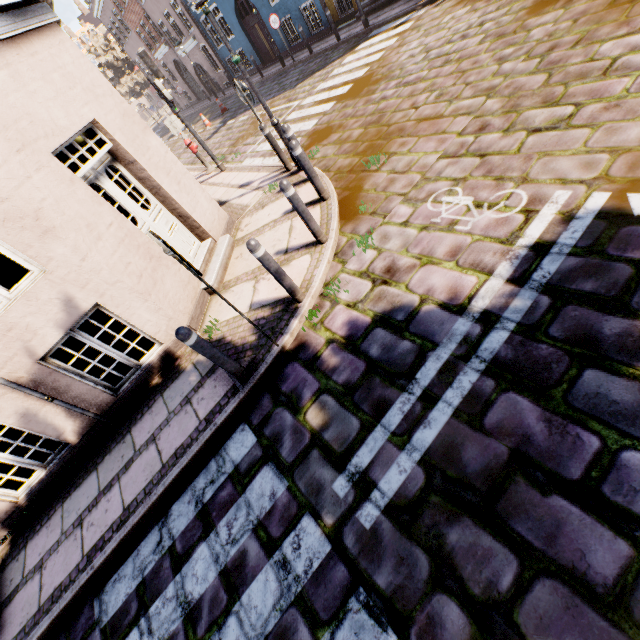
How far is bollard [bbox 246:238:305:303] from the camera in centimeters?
376cm

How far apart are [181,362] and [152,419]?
0.94m

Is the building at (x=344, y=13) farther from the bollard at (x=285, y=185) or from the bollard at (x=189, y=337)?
the bollard at (x=285, y=185)

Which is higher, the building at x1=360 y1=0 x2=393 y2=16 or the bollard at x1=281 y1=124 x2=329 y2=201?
the bollard at x1=281 y1=124 x2=329 y2=201

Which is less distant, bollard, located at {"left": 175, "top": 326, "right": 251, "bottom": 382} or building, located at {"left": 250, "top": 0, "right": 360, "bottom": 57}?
bollard, located at {"left": 175, "top": 326, "right": 251, "bottom": 382}

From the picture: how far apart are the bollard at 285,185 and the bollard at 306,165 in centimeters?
110cm

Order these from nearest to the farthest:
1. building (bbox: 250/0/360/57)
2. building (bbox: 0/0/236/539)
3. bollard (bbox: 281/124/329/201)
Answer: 1. building (bbox: 0/0/236/539)
2. bollard (bbox: 281/124/329/201)
3. building (bbox: 250/0/360/57)

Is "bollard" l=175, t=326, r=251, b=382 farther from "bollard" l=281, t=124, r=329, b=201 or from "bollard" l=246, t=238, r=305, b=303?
"bollard" l=281, t=124, r=329, b=201
